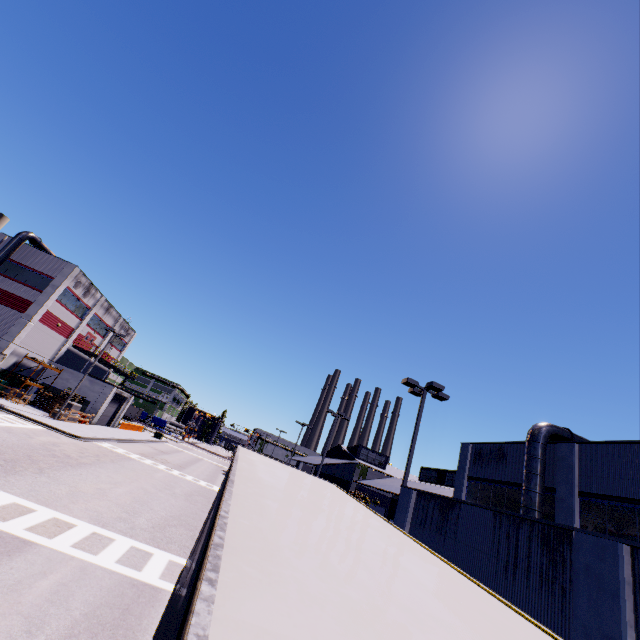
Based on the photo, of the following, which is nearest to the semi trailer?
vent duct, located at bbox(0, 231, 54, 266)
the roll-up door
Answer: vent duct, located at bbox(0, 231, 54, 266)

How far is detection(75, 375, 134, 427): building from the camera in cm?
3875

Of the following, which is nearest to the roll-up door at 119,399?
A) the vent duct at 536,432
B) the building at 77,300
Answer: the building at 77,300

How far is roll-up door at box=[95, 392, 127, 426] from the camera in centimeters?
4169cm

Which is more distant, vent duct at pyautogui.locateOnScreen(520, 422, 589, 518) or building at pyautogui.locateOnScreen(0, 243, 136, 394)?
building at pyautogui.locateOnScreen(0, 243, 136, 394)

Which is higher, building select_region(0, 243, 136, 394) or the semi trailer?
building select_region(0, 243, 136, 394)

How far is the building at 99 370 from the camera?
50.0 meters

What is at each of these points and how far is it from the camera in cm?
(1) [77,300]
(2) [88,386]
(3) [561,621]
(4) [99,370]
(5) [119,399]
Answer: (1) building, 3953
(2) building, 3959
(3) building, 671
(4) building, 5188
(5) roll-up door, 4453
